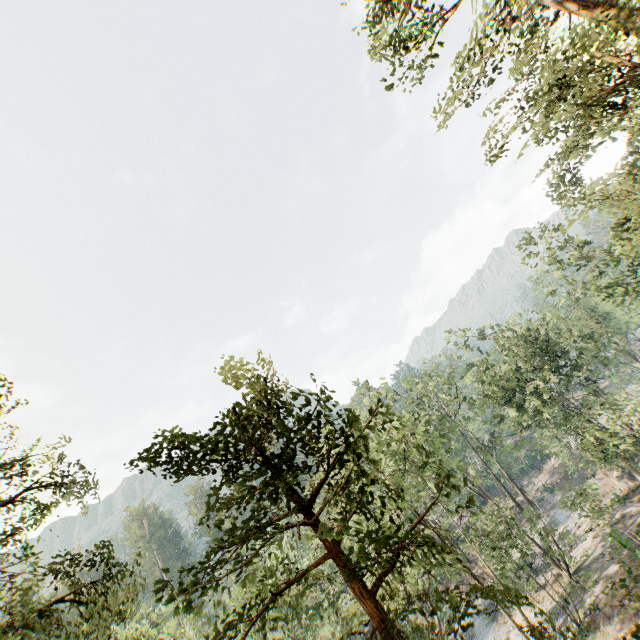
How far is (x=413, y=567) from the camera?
3.5 meters

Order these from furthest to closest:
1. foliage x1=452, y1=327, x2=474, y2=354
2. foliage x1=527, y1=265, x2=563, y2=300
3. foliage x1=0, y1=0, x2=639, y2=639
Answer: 1. foliage x1=452, y1=327, x2=474, y2=354
2. foliage x1=527, y1=265, x2=563, y2=300
3. foliage x1=0, y1=0, x2=639, y2=639

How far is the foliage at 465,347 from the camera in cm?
4184

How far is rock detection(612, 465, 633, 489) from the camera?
35.17m

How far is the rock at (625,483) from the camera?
35.2 meters

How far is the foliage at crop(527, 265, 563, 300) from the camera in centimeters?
2508cm

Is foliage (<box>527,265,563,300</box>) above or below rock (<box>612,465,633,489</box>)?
above
